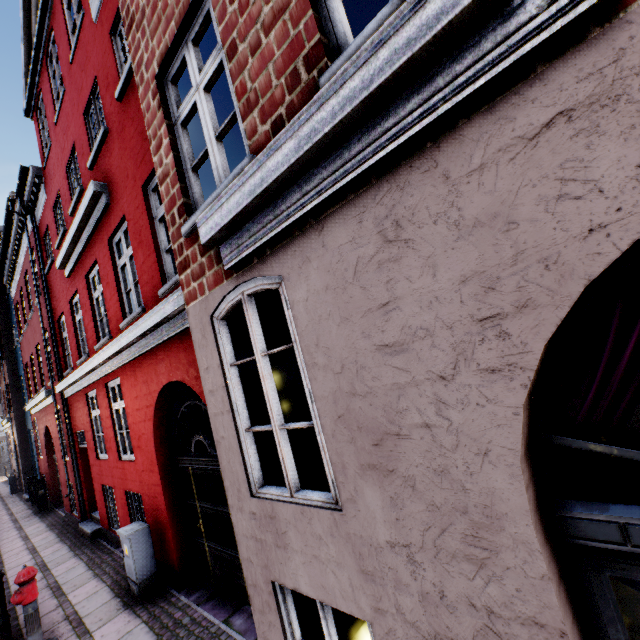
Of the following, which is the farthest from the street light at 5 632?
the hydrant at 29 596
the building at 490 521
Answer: the building at 490 521

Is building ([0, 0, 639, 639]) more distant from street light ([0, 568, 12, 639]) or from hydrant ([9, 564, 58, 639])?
hydrant ([9, 564, 58, 639])

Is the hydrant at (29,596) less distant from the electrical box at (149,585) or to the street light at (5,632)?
the street light at (5,632)

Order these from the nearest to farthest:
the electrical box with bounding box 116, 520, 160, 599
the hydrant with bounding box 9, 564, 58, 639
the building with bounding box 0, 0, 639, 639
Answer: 1. the building with bounding box 0, 0, 639, 639
2. the hydrant with bounding box 9, 564, 58, 639
3. the electrical box with bounding box 116, 520, 160, 599

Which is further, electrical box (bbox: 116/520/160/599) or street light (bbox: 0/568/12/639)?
electrical box (bbox: 116/520/160/599)

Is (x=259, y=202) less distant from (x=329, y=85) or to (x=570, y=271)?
(x=329, y=85)

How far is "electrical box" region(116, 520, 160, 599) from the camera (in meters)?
5.43

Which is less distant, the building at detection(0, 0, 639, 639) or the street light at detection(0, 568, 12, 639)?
the building at detection(0, 0, 639, 639)
